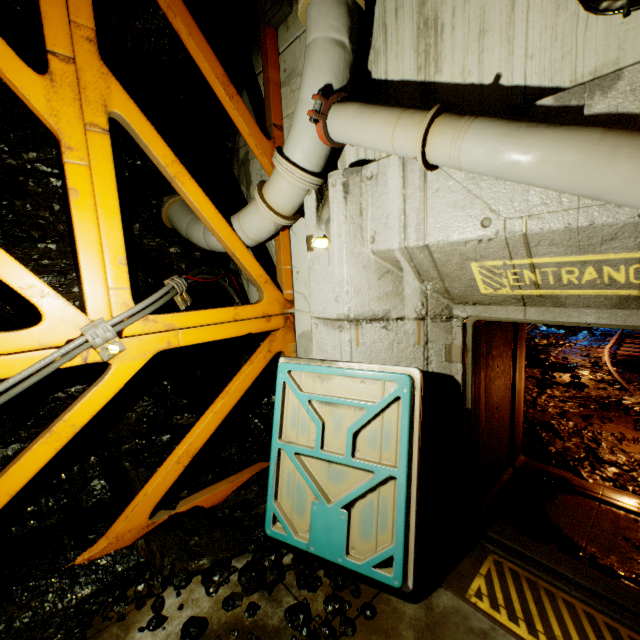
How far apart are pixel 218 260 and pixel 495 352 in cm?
466

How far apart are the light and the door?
1.3 meters

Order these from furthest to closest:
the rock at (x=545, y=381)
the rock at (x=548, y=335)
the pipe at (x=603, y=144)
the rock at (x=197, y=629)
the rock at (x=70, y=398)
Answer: the rock at (x=548, y=335)
the rock at (x=545, y=381)
the rock at (x=70, y=398)
the rock at (x=197, y=629)
the pipe at (x=603, y=144)

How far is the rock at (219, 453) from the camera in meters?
4.3 m

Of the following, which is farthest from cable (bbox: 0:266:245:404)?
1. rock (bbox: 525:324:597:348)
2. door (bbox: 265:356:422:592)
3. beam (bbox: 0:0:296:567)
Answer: rock (bbox: 525:324:597:348)

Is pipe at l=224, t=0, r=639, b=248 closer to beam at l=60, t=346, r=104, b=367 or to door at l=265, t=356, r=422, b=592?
beam at l=60, t=346, r=104, b=367

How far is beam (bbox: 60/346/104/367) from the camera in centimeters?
308cm

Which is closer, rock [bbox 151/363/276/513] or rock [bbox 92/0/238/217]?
rock [bbox 92/0/238/217]
